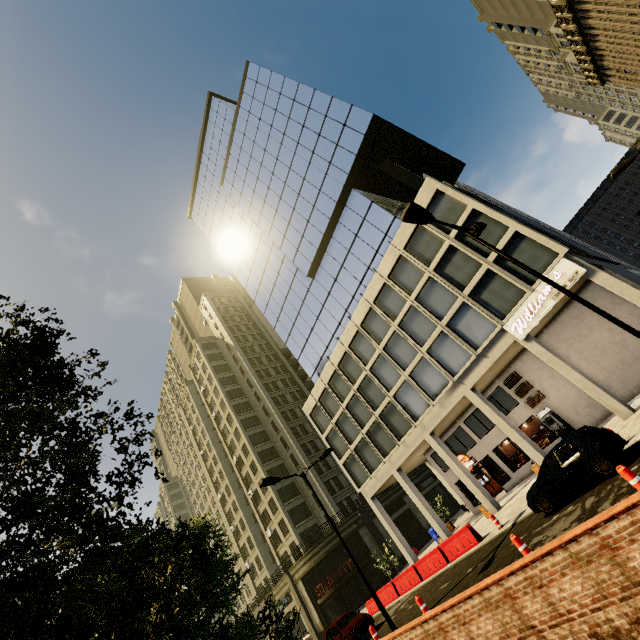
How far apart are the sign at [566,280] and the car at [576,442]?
7.3 meters

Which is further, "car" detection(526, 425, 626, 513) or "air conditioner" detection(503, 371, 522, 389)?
"air conditioner" detection(503, 371, 522, 389)

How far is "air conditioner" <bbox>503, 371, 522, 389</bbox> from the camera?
→ 22.98m

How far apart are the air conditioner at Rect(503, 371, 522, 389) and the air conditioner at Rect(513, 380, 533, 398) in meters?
0.2

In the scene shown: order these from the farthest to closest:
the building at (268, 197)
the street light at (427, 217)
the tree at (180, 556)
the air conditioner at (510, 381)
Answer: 1. the air conditioner at (510, 381)
2. the building at (268, 197)
3. the street light at (427, 217)
4. the tree at (180, 556)

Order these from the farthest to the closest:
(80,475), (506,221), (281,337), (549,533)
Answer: (281,337) < (506,221) < (549,533) < (80,475)

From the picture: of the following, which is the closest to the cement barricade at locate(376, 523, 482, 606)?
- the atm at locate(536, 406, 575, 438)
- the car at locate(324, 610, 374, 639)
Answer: the car at locate(324, 610, 374, 639)

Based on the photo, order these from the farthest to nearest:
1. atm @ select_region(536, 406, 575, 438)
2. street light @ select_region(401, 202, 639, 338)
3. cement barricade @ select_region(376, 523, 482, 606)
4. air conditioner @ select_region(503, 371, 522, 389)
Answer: air conditioner @ select_region(503, 371, 522, 389) < atm @ select_region(536, 406, 575, 438) < cement barricade @ select_region(376, 523, 482, 606) < street light @ select_region(401, 202, 639, 338)
